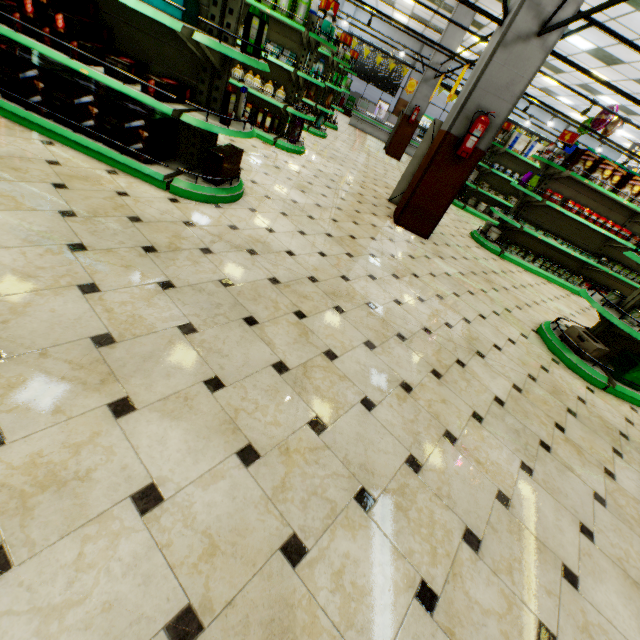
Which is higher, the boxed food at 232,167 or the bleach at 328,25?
the bleach at 328,25

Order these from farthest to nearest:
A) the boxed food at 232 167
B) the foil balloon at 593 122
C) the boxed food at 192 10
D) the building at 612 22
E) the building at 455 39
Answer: the building at 455 39 < the foil balloon at 593 122 < the building at 612 22 < the boxed food at 232 167 < the boxed food at 192 10

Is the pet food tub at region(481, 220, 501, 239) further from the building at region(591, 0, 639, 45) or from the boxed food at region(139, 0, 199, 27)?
the boxed food at region(139, 0, 199, 27)

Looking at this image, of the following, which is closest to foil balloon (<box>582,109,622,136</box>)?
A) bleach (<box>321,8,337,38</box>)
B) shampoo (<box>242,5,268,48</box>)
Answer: bleach (<box>321,8,337,38</box>)

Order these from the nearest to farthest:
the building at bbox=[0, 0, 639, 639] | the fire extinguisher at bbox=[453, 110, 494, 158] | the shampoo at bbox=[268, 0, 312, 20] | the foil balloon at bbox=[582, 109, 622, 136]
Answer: the building at bbox=[0, 0, 639, 639] → the fire extinguisher at bbox=[453, 110, 494, 158] → the shampoo at bbox=[268, 0, 312, 20] → the foil balloon at bbox=[582, 109, 622, 136]

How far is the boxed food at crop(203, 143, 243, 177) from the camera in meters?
3.3

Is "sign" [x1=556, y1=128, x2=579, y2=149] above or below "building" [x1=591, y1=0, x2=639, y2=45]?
below

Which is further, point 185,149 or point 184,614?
point 185,149
